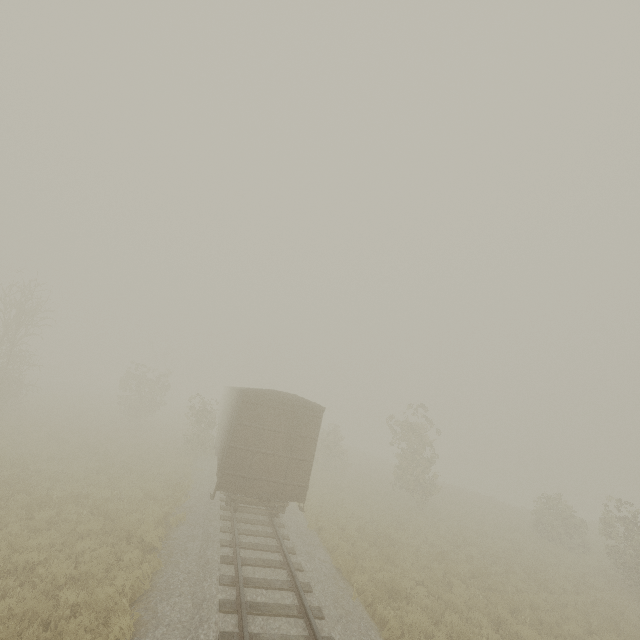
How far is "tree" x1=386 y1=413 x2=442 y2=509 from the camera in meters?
21.6 m

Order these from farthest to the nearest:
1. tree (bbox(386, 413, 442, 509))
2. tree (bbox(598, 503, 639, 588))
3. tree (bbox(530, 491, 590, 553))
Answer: tree (bbox(386, 413, 442, 509)) < tree (bbox(530, 491, 590, 553)) < tree (bbox(598, 503, 639, 588))

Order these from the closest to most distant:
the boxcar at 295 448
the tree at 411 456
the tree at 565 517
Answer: the boxcar at 295 448
the tree at 565 517
the tree at 411 456

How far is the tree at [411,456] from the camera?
21.6 meters

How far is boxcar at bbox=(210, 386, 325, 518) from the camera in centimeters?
1193cm

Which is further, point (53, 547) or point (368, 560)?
point (368, 560)

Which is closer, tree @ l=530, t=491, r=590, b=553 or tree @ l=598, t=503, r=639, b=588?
tree @ l=598, t=503, r=639, b=588
